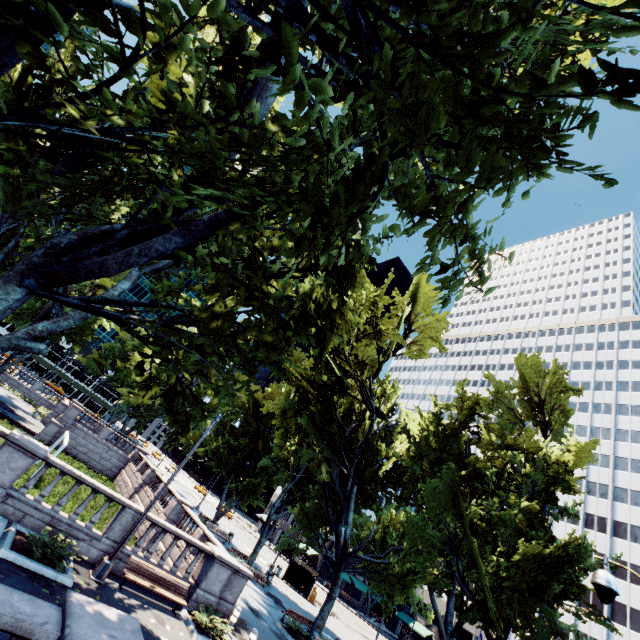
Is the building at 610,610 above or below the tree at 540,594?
above

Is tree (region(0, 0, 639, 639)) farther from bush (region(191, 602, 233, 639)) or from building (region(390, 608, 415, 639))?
bush (region(191, 602, 233, 639))

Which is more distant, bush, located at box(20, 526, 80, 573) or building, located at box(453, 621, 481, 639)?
building, located at box(453, 621, 481, 639)

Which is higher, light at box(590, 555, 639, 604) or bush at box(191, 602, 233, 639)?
light at box(590, 555, 639, 604)

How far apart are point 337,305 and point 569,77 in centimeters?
998cm

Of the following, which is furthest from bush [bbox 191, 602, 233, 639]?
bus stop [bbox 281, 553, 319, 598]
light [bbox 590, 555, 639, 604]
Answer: bus stop [bbox 281, 553, 319, 598]

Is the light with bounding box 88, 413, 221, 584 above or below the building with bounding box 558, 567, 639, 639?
below

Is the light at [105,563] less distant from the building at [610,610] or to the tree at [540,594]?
the tree at [540,594]
